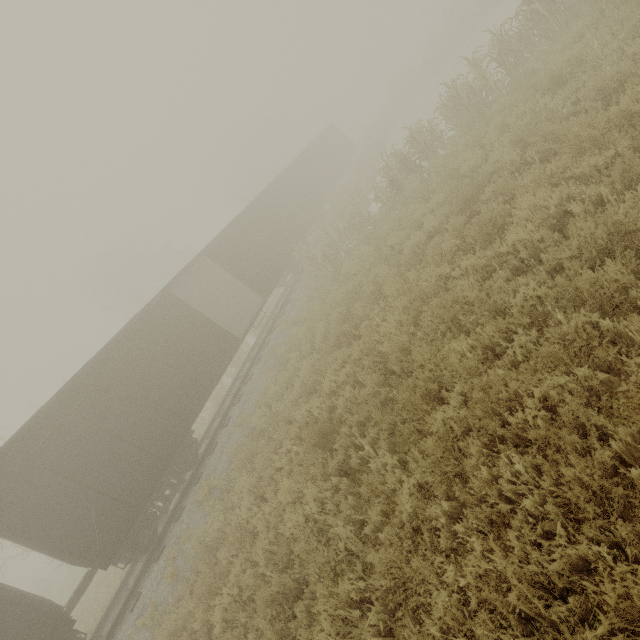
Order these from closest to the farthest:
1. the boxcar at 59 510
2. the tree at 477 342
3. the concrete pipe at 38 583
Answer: the tree at 477 342
the boxcar at 59 510
the concrete pipe at 38 583

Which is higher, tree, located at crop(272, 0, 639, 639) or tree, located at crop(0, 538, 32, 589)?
tree, located at crop(0, 538, 32, 589)

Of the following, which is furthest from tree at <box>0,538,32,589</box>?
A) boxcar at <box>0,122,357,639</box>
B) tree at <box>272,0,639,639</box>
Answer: tree at <box>272,0,639,639</box>

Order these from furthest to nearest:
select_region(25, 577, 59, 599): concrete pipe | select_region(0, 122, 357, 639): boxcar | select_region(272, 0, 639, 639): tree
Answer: select_region(25, 577, 59, 599): concrete pipe < select_region(0, 122, 357, 639): boxcar < select_region(272, 0, 639, 639): tree

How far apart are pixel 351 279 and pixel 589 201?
7.0m

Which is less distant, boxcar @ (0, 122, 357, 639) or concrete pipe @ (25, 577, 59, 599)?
boxcar @ (0, 122, 357, 639)

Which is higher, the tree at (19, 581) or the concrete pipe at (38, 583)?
the tree at (19, 581)
